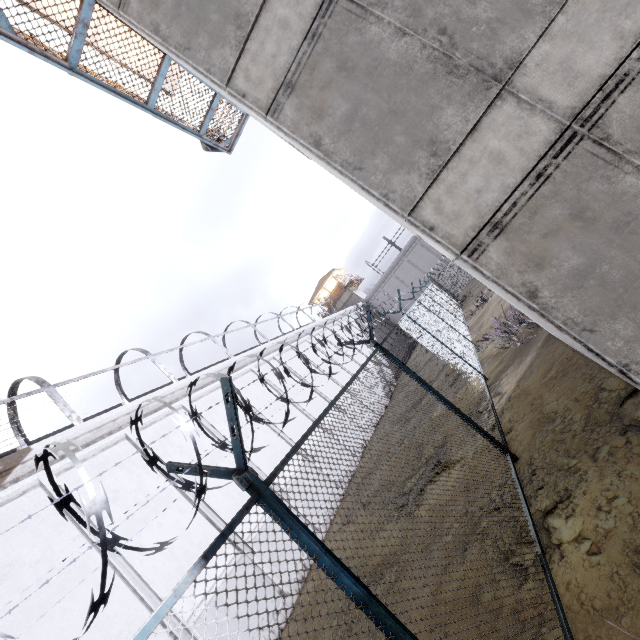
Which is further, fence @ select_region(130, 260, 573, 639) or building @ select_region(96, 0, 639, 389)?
building @ select_region(96, 0, 639, 389)

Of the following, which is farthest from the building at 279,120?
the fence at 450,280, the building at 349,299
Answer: the building at 349,299

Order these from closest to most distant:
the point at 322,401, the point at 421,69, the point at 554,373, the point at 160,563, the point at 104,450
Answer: the point at 421,69, the point at 554,373, the point at 160,563, the point at 104,450, the point at 322,401

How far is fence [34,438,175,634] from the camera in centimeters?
118cm

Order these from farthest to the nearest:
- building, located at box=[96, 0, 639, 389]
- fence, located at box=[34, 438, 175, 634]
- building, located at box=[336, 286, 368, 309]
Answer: building, located at box=[336, 286, 368, 309] → building, located at box=[96, 0, 639, 389] → fence, located at box=[34, 438, 175, 634]

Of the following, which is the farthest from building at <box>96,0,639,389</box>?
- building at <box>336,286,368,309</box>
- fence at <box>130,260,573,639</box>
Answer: building at <box>336,286,368,309</box>
